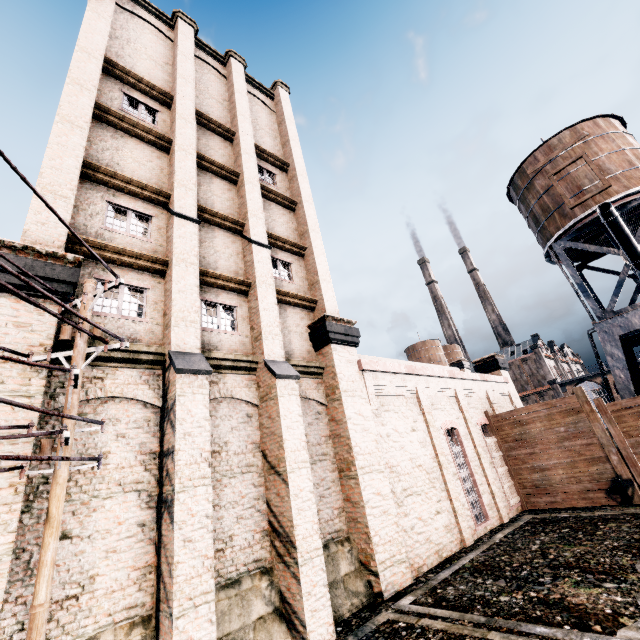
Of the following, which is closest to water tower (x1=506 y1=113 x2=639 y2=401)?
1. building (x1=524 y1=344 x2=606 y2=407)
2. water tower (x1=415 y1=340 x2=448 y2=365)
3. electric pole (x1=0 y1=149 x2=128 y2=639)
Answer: electric pole (x1=0 y1=149 x2=128 y2=639)

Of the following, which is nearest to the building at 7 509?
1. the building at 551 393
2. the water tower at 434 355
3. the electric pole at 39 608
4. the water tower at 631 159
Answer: the electric pole at 39 608

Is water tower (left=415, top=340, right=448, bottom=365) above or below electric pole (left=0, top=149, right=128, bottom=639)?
above

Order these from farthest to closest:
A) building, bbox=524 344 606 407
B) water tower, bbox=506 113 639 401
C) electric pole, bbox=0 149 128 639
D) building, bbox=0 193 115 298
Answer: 1. building, bbox=524 344 606 407
2. water tower, bbox=506 113 639 401
3. building, bbox=0 193 115 298
4. electric pole, bbox=0 149 128 639

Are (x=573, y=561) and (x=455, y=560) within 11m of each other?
yes

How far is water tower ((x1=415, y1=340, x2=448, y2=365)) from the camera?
58.3 meters

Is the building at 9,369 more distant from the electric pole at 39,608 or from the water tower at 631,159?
the water tower at 631,159

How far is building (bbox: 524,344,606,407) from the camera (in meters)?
54.09
